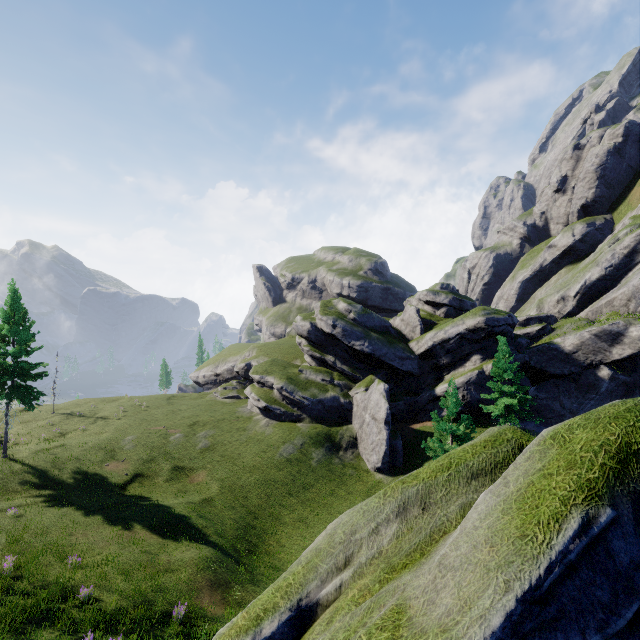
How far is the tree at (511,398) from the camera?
28.6 meters

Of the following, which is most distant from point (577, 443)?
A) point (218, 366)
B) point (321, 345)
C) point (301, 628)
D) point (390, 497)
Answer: point (218, 366)

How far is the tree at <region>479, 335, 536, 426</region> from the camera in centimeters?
2861cm

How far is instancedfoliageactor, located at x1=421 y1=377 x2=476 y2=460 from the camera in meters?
20.1

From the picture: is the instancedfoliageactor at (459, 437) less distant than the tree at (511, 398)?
Yes

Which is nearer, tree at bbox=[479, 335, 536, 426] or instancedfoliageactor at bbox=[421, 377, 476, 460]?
instancedfoliageactor at bbox=[421, 377, 476, 460]
